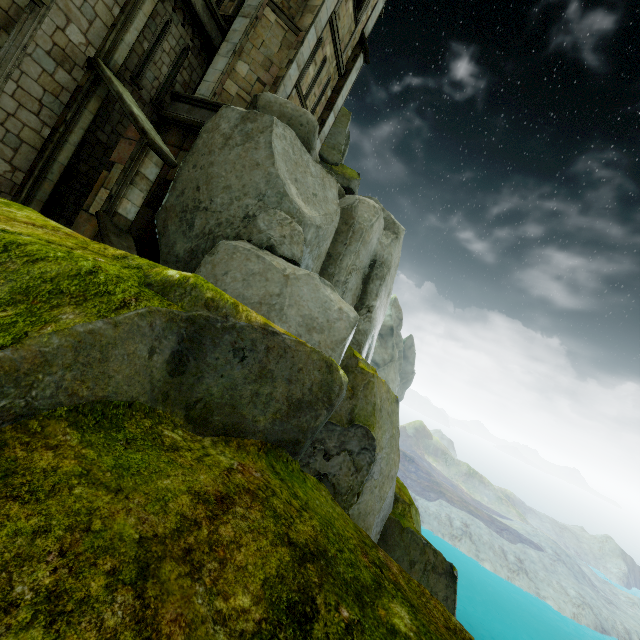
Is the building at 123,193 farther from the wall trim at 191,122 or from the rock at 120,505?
the wall trim at 191,122

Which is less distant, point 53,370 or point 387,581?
point 53,370

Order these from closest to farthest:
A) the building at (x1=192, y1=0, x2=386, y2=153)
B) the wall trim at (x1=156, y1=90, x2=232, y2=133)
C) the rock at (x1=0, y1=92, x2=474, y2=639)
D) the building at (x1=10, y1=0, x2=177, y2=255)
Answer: the rock at (x1=0, y1=92, x2=474, y2=639), the building at (x1=10, y1=0, x2=177, y2=255), the wall trim at (x1=156, y1=90, x2=232, y2=133), the building at (x1=192, y1=0, x2=386, y2=153)

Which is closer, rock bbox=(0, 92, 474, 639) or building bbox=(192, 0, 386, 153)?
rock bbox=(0, 92, 474, 639)

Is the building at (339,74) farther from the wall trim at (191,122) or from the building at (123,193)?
the building at (123,193)

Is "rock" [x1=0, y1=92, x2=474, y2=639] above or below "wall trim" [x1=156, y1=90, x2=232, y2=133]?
below

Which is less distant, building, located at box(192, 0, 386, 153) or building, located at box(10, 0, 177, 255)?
building, located at box(10, 0, 177, 255)

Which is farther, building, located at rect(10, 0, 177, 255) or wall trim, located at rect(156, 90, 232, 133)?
wall trim, located at rect(156, 90, 232, 133)
